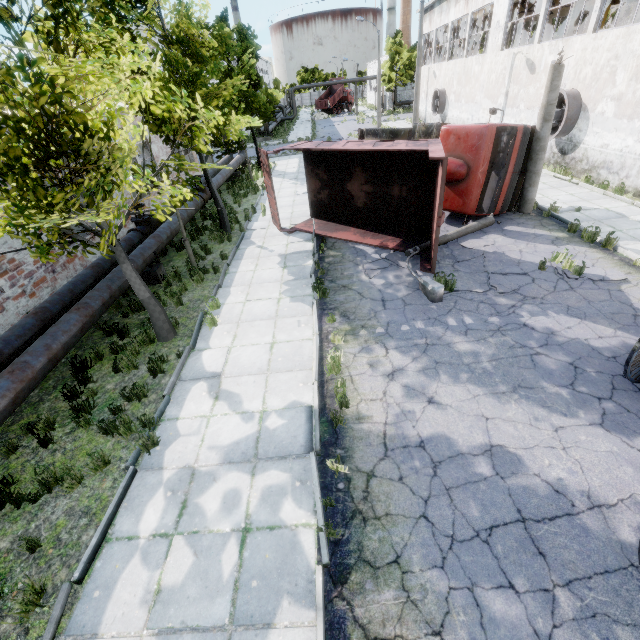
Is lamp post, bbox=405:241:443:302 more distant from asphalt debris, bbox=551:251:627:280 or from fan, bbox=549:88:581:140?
fan, bbox=549:88:581:140

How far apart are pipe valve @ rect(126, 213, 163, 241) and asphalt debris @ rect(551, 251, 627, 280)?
13.4m

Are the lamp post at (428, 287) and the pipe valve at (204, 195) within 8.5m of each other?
no

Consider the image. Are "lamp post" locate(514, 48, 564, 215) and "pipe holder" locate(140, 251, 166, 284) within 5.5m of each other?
no

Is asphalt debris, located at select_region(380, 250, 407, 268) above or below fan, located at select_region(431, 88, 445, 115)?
below

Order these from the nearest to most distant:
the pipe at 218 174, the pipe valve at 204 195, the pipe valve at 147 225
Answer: the pipe valve at 147 225 → the pipe valve at 204 195 → the pipe at 218 174

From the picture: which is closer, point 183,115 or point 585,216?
point 183,115

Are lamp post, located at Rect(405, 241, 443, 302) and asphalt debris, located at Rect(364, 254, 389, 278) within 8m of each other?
yes
